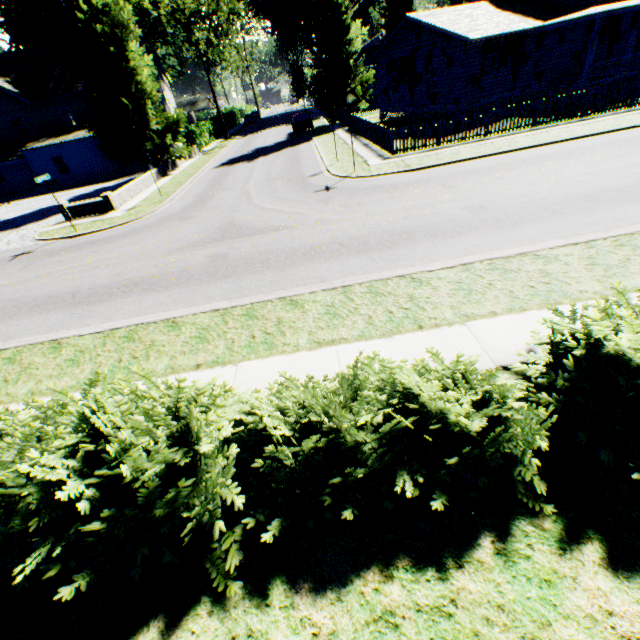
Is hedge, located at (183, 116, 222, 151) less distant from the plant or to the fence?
the plant

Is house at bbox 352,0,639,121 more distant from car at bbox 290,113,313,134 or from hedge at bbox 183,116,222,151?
hedge at bbox 183,116,222,151

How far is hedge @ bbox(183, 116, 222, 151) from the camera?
33.0m

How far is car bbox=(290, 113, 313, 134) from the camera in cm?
3200

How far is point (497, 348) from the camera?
4.9 meters

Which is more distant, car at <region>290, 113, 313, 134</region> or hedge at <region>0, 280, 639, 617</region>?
car at <region>290, 113, 313, 134</region>

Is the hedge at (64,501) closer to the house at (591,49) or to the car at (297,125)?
the car at (297,125)

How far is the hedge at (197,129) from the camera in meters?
33.0 m
